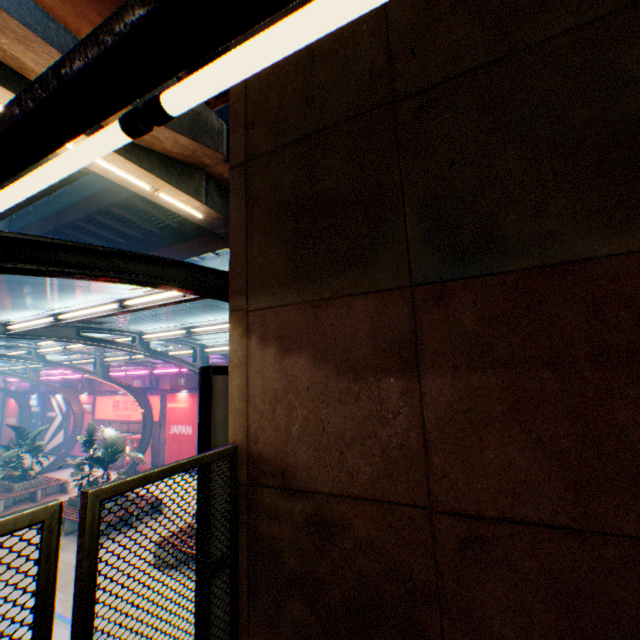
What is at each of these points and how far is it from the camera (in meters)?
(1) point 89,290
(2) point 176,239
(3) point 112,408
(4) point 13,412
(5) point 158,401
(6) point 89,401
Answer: (1) overpass support, 34.06
(2) overpass support, 20.61
(3) sign, 22.02
(4) billboard, 28.27
(5) sign, 20.08
(6) billboard, 23.52

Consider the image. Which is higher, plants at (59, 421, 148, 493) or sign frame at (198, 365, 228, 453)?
sign frame at (198, 365, 228, 453)

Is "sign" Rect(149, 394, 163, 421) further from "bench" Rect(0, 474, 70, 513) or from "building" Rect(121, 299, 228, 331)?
"building" Rect(121, 299, 228, 331)

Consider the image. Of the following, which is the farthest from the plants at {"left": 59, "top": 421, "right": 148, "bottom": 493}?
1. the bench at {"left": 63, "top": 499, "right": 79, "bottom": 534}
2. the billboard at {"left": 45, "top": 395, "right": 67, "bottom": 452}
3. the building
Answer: the building

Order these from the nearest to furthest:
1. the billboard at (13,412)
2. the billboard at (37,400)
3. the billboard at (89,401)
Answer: the billboard at (89,401) < the billboard at (37,400) < the billboard at (13,412)

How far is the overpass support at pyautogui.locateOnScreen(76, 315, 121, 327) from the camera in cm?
3858

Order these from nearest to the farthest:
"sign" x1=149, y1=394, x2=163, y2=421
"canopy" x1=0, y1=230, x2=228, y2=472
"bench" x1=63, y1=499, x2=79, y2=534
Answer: "canopy" x1=0, y1=230, x2=228, y2=472, "bench" x1=63, y1=499, x2=79, y2=534, "sign" x1=149, y1=394, x2=163, y2=421

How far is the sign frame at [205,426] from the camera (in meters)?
3.60
